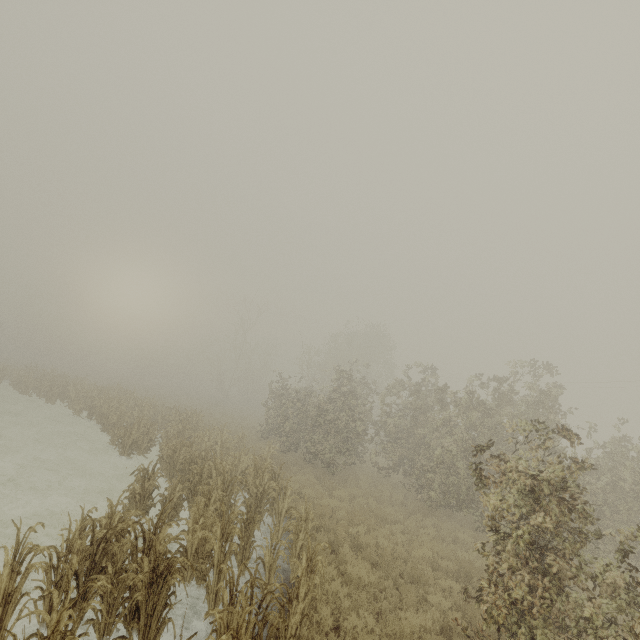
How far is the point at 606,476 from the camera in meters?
12.0
